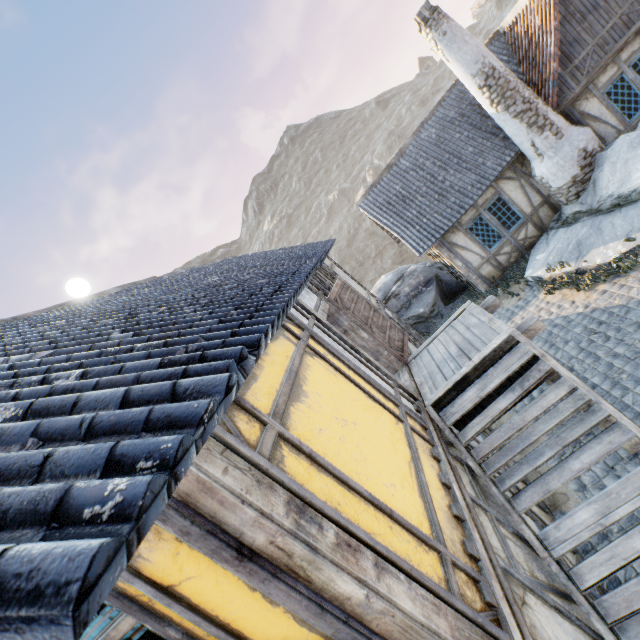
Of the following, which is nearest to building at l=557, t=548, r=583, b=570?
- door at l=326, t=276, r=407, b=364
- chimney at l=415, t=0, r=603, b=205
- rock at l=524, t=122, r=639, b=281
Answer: door at l=326, t=276, r=407, b=364

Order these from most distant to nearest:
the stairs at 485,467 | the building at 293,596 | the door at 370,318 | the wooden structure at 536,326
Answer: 1. the door at 370,318
2. the wooden structure at 536,326
3. the stairs at 485,467
4. the building at 293,596

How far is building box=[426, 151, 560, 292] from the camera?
11.13m

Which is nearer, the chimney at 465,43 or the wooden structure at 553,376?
the wooden structure at 553,376

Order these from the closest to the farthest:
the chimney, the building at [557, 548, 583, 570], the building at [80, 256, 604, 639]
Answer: the building at [80, 256, 604, 639]
the building at [557, 548, 583, 570]
the chimney

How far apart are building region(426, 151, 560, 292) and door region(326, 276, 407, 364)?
5.62m

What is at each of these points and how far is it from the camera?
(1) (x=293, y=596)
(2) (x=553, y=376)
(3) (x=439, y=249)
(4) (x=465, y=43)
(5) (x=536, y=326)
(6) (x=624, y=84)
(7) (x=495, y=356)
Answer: (1) building, 1.8m
(2) wooden structure, 4.9m
(3) building, 12.0m
(4) chimney, 9.2m
(5) wooden structure, 4.7m
(6) building, 9.6m
(7) wooden structure, 4.8m

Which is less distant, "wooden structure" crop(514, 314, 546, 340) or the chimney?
"wooden structure" crop(514, 314, 546, 340)
